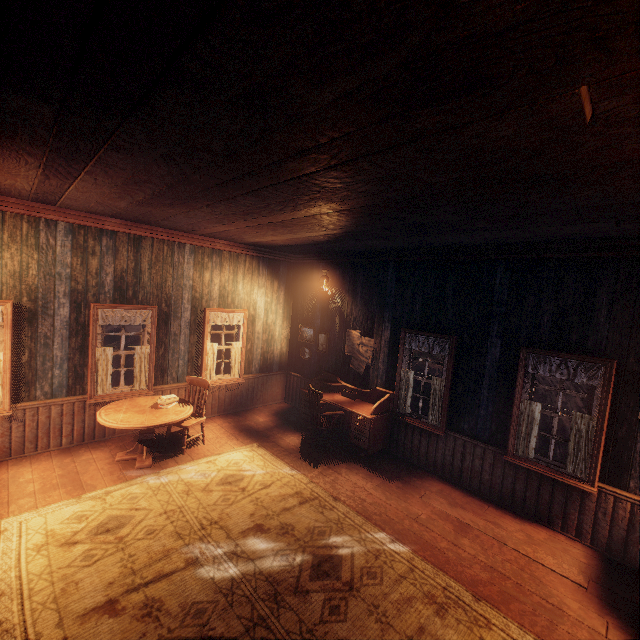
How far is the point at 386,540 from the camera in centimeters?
391cm

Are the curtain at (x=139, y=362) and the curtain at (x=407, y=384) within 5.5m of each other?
yes

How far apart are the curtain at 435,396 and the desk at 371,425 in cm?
71

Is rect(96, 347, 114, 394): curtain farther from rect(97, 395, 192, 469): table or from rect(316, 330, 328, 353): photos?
rect(316, 330, 328, 353): photos

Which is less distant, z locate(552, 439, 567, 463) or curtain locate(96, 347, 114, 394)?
curtain locate(96, 347, 114, 394)

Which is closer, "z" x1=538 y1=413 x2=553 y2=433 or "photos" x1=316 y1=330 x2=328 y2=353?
"photos" x1=316 y1=330 x2=328 y2=353

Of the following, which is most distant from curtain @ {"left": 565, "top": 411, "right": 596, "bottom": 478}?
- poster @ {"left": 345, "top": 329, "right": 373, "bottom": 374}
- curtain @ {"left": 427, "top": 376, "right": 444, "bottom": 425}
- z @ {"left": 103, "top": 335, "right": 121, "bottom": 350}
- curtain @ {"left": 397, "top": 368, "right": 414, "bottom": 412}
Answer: z @ {"left": 103, "top": 335, "right": 121, "bottom": 350}

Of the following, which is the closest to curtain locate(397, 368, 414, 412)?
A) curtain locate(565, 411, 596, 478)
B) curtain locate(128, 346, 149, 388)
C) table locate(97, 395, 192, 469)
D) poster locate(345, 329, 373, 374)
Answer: poster locate(345, 329, 373, 374)
